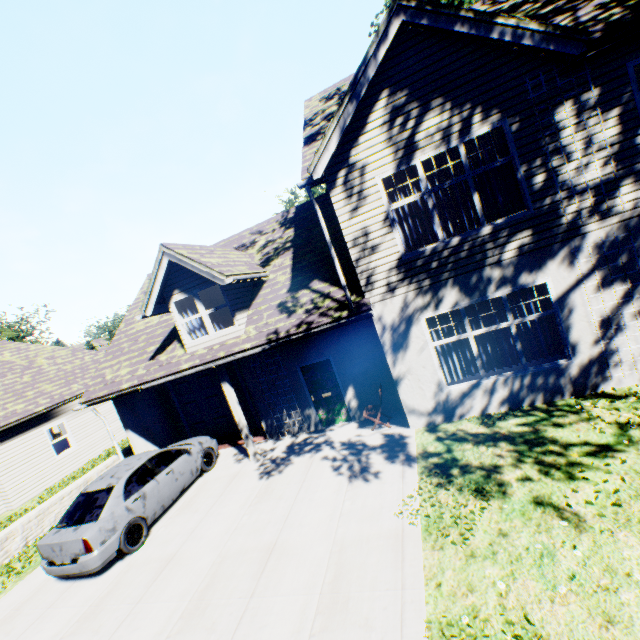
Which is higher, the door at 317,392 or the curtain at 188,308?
the curtain at 188,308

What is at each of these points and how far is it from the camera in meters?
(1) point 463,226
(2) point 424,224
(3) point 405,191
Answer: (1) curtain, 7.7
(2) curtain, 7.8
(3) curtain, 7.8

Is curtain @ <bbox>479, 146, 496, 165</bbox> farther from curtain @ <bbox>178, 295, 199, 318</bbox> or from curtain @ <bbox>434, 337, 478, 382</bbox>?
curtain @ <bbox>178, 295, 199, 318</bbox>

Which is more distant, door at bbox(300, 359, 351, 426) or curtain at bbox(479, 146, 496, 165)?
door at bbox(300, 359, 351, 426)

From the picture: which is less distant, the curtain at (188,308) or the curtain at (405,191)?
the curtain at (405,191)

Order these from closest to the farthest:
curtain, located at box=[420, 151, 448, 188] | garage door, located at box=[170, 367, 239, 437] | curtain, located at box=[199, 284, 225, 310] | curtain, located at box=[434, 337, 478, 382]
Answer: curtain, located at box=[420, 151, 448, 188], curtain, located at box=[434, 337, 478, 382], curtain, located at box=[199, 284, 225, 310], garage door, located at box=[170, 367, 239, 437]

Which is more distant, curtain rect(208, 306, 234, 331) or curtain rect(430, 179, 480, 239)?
curtain rect(208, 306, 234, 331)
